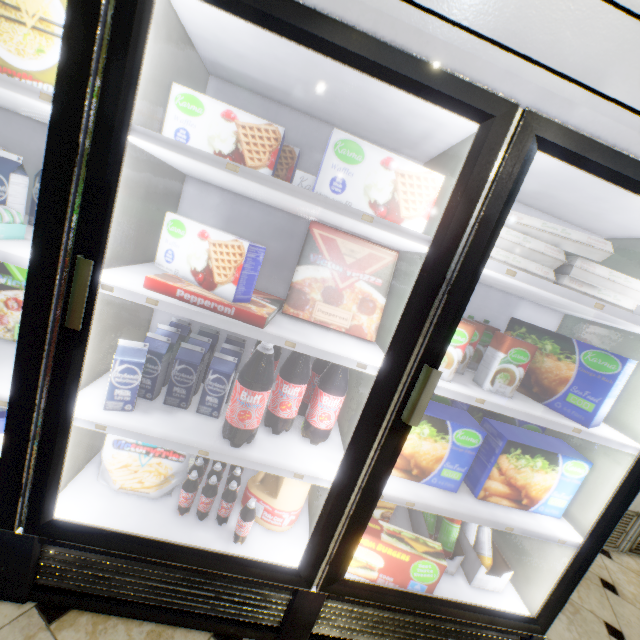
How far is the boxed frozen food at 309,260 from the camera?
1.0 meters

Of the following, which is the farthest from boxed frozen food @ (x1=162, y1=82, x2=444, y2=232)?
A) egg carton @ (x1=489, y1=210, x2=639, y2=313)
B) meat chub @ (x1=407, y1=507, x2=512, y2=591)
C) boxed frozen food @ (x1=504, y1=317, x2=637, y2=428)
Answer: meat chub @ (x1=407, y1=507, x2=512, y2=591)

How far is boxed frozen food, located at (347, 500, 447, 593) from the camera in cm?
126

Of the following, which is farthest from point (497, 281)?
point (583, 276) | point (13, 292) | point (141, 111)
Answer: point (13, 292)

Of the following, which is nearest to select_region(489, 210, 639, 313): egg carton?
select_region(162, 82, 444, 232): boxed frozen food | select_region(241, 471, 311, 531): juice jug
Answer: select_region(162, 82, 444, 232): boxed frozen food

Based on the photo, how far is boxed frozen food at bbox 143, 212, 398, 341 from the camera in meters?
1.0

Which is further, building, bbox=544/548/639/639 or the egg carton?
building, bbox=544/548/639/639

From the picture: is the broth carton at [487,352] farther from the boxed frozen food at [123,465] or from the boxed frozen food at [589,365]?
the boxed frozen food at [123,465]
